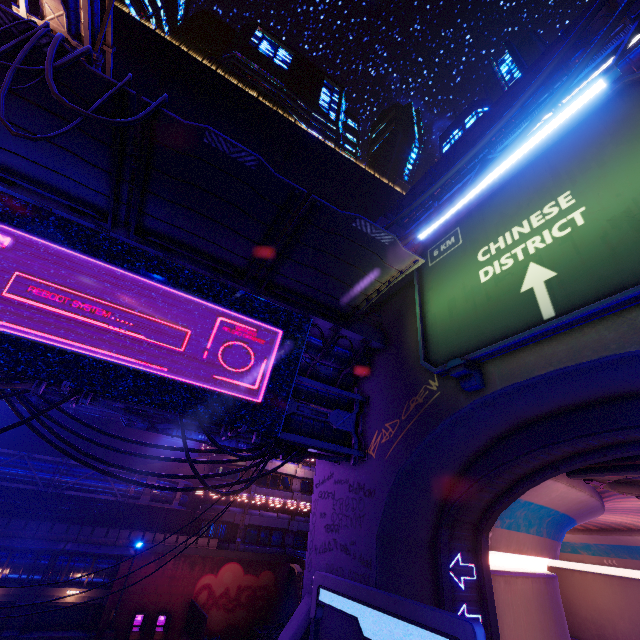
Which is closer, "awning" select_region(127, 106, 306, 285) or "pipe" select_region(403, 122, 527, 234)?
"awning" select_region(127, 106, 306, 285)

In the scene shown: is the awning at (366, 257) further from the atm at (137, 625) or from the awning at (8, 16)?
the atm at (137, 625)

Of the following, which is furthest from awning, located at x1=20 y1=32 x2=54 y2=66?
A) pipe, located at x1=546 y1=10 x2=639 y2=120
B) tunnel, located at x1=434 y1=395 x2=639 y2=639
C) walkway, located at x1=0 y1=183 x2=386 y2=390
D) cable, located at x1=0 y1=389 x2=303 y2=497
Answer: tunnel, located at x1=434 y1=395 x2=639 y2=639

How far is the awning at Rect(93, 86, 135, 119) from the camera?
6.9 meters

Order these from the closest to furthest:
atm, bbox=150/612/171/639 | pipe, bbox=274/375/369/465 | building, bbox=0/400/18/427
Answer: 1. pipe, bbox=274/375/369/465
2. atm, bbox=150/612/171/639
3. building, bbox=0/400/18/427

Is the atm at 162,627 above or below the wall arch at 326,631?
below

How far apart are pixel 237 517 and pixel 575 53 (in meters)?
51.88

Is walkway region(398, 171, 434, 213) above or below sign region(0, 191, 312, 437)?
above
